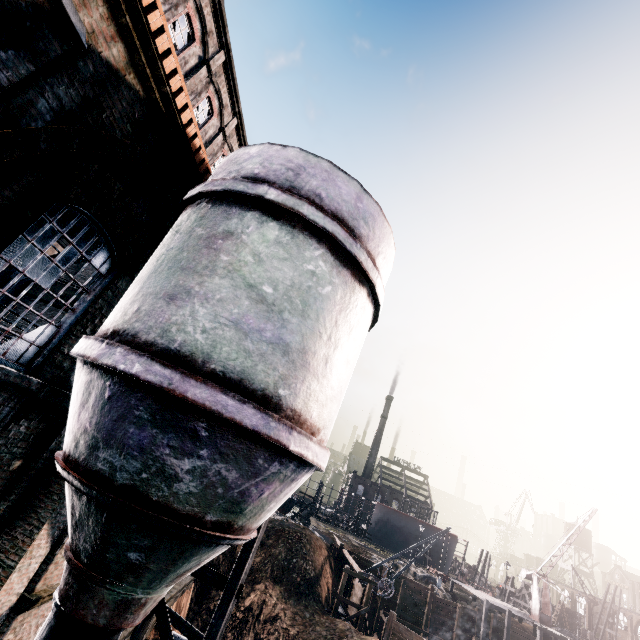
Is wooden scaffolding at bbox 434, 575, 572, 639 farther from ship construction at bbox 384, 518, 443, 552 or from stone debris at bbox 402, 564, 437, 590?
ship construction at bbox 384, 518, 443, 552

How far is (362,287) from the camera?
6.3m

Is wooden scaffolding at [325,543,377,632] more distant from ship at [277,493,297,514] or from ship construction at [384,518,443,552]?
ship construction at [384,518,443,552]

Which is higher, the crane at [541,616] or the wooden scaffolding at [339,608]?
the crane at [541,616]

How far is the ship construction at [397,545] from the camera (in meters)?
59.19

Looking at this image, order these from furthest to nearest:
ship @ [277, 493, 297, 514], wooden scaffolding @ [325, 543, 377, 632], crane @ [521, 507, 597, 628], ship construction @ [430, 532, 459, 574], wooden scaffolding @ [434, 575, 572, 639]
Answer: ship construction @ [430, 532, 459, 574]
ship @ [277, 493, 297, 514]
crane @ [521, 507, 597, 628]
wooden scaffolding @ [434, 575, 572, 639]
wooden scaffolding @ [325, 543, 377, 632]

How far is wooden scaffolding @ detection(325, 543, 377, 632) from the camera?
25.05m

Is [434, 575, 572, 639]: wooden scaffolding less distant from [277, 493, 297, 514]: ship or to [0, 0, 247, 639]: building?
[0, 0, 247, 639]: building
